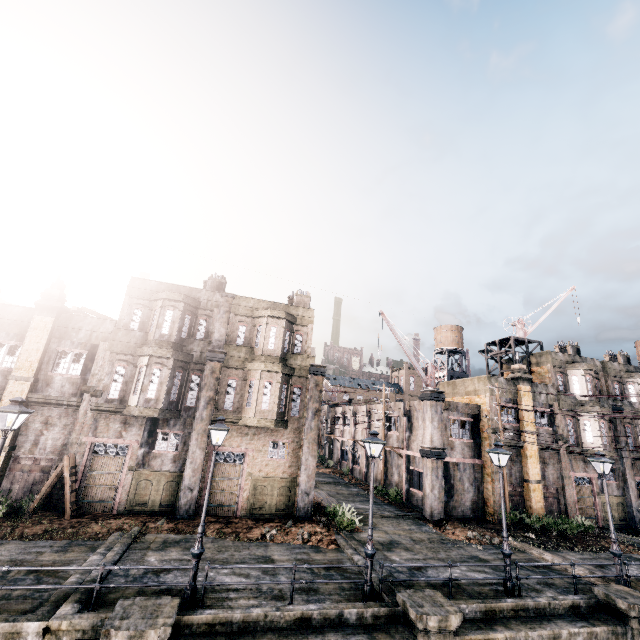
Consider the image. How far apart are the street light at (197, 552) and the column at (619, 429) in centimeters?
3414cm

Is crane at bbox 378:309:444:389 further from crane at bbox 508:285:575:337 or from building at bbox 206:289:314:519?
crane at bbox 508:285:575:337

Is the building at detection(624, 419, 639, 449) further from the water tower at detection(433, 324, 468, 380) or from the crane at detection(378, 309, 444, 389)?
the crane at detection(378, 309, 444, 389)

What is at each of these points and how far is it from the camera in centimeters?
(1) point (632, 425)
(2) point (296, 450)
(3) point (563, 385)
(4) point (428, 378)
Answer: (1) building, 2917cm
(2) building, 2103cm
(3) building, 2873cm
(4) crane, 2664cm

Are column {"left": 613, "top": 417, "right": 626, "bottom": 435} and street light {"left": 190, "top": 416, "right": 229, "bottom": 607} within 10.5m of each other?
no

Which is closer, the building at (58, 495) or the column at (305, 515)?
the building at (58, 495)

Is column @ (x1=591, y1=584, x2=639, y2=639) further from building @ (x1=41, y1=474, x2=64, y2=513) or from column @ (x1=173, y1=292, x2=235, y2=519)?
building @ (x1=41, y1=474, x2=64, y2=513)

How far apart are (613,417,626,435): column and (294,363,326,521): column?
26.91m
